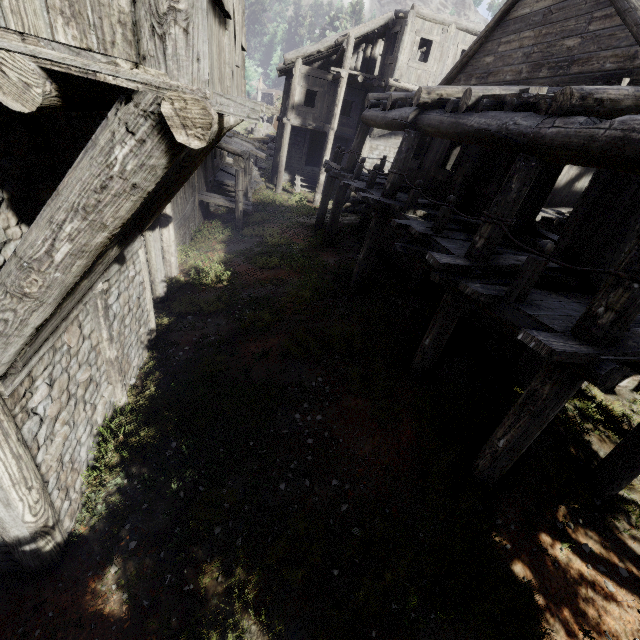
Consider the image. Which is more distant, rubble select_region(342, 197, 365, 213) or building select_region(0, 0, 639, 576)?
rubble select_region(342, 197, 365, 213)

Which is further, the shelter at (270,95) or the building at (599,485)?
the shelter at (270,95)

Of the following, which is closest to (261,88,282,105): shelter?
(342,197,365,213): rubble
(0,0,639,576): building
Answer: (0,0,639,576): building

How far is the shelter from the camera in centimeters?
4694cm

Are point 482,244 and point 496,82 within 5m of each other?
no

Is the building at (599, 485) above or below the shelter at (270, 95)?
below

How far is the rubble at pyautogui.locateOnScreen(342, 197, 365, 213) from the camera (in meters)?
20.00

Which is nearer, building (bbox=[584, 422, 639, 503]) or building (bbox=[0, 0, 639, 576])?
building (bbox=[0, 0, 639, 576])
